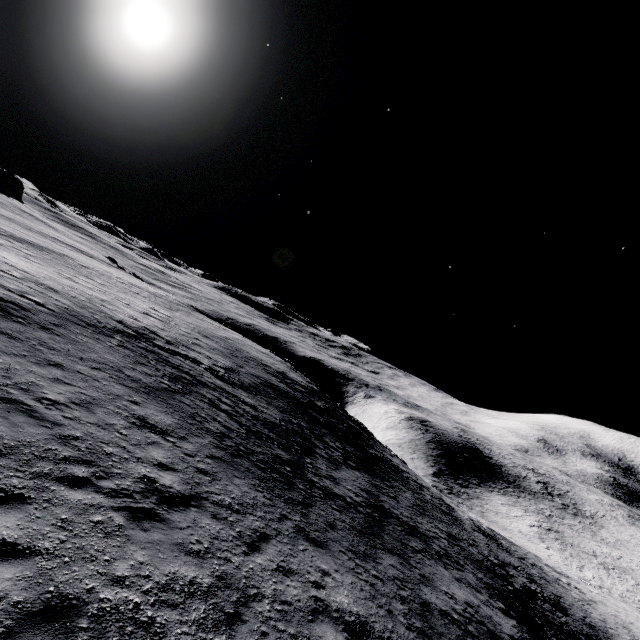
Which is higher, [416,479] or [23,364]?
[23,364]
